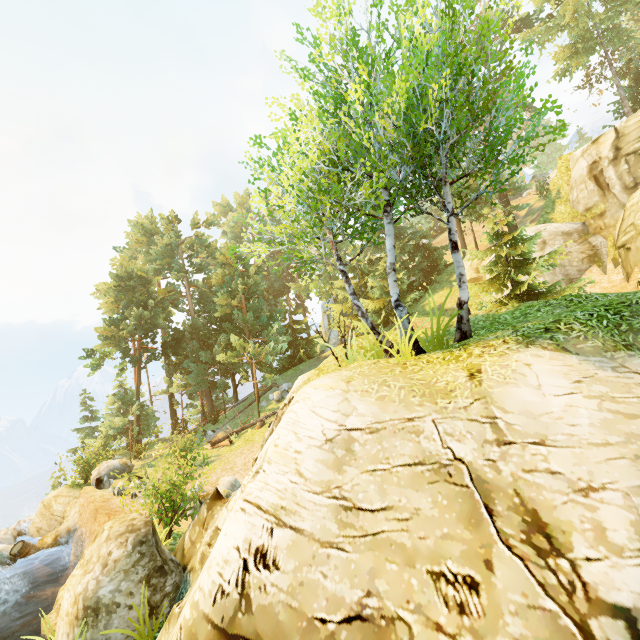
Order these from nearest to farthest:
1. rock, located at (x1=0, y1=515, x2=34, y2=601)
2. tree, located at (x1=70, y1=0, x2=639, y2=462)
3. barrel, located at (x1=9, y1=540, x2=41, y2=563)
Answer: Answer: tree, located at (x1=70, y1=0, x2=639, y2=462), rock, located at (x1=0, y1=515, x2=34, y2=601), barrel, located at (x1=9, y1=540, x2=41, y2=563)

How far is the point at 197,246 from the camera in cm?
3262

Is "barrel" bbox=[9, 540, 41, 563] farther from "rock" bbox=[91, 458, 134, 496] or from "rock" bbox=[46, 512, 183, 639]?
"rock" bbox=[46, 512, 183, 639]

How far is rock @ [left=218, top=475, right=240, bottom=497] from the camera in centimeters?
1444cm

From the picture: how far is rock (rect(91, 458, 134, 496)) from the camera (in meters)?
14.86

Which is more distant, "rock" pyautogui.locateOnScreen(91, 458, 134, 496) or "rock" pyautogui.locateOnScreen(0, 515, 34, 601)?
"rock" pyautogui.locateOnScreen(91, 458, 134, 496)

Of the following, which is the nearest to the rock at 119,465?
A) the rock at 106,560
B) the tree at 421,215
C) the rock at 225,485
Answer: the tree at 421,215

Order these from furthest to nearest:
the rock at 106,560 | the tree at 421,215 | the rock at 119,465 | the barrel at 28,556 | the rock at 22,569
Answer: the rock at 119,465
the barrel at 28,556
the rock at 22,569
the tree at 421,215
the rock at 106,560
